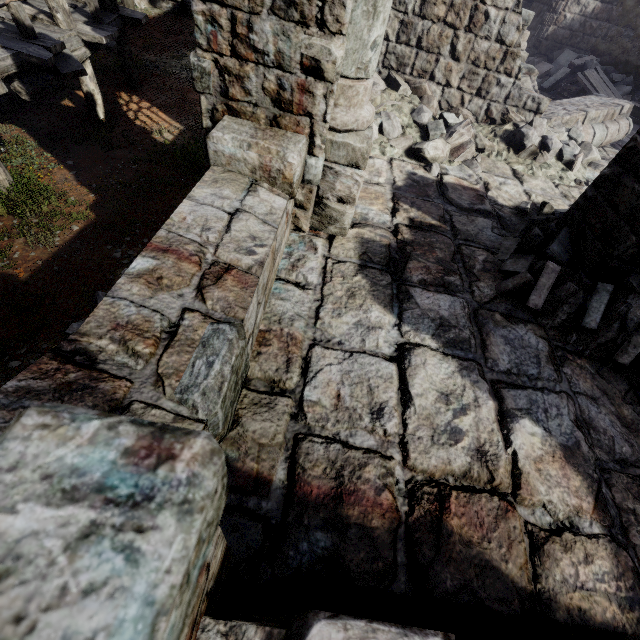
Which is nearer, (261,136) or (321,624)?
(321,624)

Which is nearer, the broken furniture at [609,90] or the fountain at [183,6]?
the broken furniture at [609,90]

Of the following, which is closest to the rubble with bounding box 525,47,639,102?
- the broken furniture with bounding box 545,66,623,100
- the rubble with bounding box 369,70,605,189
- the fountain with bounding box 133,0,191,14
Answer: the broken furniture with bounding box 545,66,623,100

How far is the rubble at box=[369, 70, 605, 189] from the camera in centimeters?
635cm

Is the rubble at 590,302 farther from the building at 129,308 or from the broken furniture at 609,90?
the broken furniture at 609,90

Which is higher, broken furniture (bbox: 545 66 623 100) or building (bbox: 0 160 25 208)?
broken furniture (bbox: 545 66 623 100)

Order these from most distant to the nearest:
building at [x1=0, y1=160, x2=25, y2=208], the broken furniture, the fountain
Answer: the fountain
the broken furniture
building at [x1=0, y1=160, x2=25, y2=208]

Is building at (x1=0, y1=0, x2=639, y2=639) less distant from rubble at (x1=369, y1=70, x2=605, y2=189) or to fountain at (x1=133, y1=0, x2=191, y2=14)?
rubble at (x1=369, y1=70, x2=605, y2=189)
